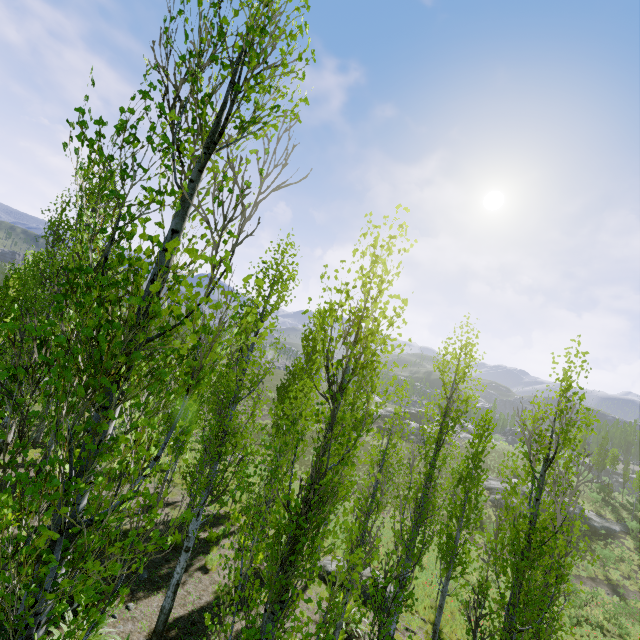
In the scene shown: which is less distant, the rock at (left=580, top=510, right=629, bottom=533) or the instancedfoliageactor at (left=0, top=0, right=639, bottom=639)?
the instancedfoliageactor at (left=0, top=0, right=639, bottom=639)

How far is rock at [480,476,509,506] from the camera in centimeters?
3578cm

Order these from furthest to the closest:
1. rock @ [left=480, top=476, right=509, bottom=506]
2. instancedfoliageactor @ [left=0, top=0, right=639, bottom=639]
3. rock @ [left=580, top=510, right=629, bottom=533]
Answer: rock @ [left=480, top=476, right=509, bottom=506], rock @ [left=580, top=510, right=629, bottom=533], instancedfoliageactor @ [left=0, top=0, right=639, bottom=639]

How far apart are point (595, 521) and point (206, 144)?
49.0 meters

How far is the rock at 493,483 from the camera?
35.8m

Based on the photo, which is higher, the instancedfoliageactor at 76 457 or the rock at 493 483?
the instancedfoliageactor at 76 457
